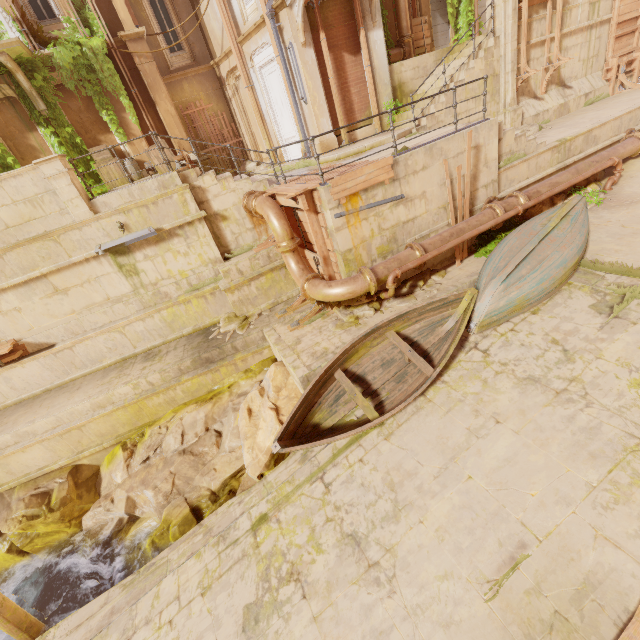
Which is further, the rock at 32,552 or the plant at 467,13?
the plant at 467,13

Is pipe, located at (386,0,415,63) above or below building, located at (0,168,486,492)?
above

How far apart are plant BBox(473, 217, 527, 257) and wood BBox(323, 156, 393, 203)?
3.6m

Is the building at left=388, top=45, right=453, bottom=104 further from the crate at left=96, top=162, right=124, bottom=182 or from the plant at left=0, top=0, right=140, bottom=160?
the crate at left=96, top=162, right=124, bottom=182

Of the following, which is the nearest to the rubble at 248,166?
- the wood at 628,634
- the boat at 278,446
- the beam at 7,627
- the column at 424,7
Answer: the column at 424,7

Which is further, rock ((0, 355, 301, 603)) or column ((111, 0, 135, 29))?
column ((111, 0, 135, 29))

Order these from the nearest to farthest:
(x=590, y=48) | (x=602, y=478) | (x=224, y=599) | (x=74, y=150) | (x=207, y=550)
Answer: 1. (x=602, y=478)
2. (x=224, y=599)
3. (x=207, y=550)
4. (x=74, y=150)
5. (x=590, y=48)

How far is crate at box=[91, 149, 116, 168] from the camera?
12.16m
